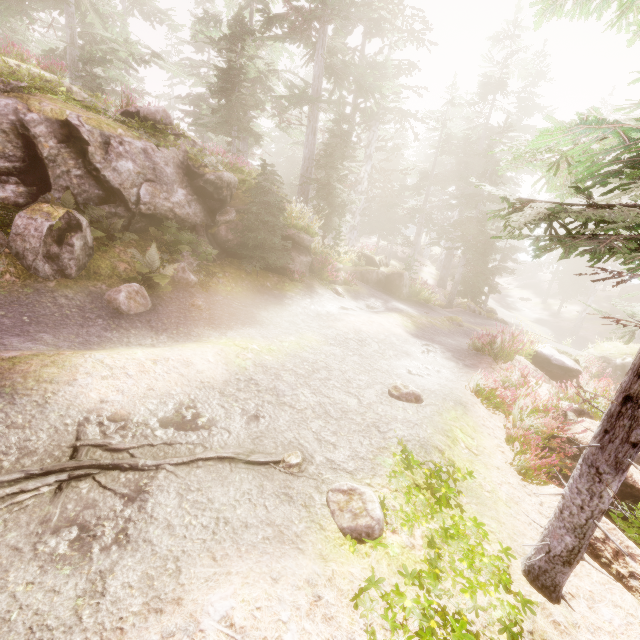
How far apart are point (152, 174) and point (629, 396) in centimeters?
1073cm

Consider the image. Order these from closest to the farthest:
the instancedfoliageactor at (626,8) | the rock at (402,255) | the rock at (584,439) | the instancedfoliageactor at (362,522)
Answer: the instancedfoliageactor at (626,8)
the instancedfoliageactor at (362,522)
the rock at (584,439)
the rock at (402,255)

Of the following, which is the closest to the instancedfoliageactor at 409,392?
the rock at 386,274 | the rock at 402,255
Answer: the rock at 386,274

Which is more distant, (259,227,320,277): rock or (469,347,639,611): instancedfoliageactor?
(259,227,320,277): rock

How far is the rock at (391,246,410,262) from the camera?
43.9m

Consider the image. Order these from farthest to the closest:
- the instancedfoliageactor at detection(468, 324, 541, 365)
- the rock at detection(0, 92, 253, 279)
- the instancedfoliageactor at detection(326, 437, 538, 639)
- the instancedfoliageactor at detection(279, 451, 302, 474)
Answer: the instancedfoliageactor at detection(468, 324, 541, 365) → the rock at detection(0, 92, 253, 279) → the instancedfoliageactor at detection(279, 451, 302, 474) → the instancedfoliageactor at detection(326, 437, 538, 639)

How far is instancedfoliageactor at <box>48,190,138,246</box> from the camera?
7.2m
